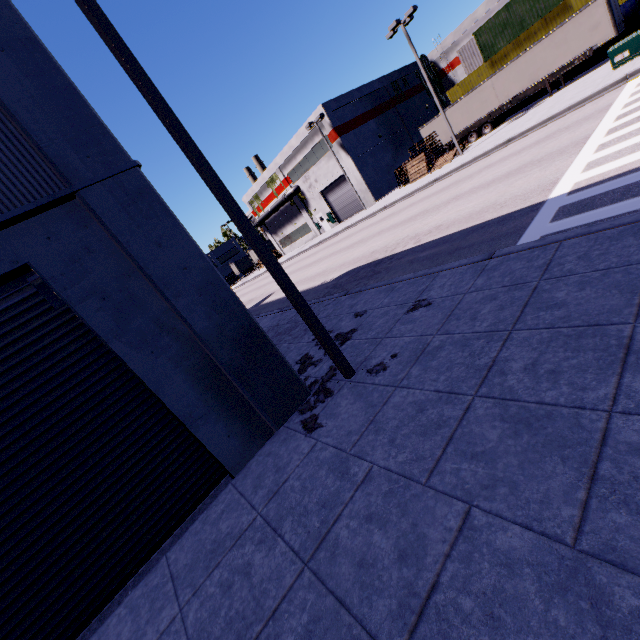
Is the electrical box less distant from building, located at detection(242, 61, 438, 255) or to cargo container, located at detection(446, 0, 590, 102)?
cargo container, located at detection(446, 0, 590, 102)

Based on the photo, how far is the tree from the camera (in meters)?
41.56

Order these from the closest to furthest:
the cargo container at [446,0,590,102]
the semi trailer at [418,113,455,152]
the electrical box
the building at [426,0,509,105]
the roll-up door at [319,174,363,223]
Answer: the electrical box → the cargo container at [446,0,590,102] → the semi trailer at [418,113,455,152] → the building at [426,0,509,105] → the roll-up door at [319,174,363,223]

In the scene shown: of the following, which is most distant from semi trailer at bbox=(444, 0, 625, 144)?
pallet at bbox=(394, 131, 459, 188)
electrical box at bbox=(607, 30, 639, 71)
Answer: electrical box at bbox=(607, 30, 639, 71)

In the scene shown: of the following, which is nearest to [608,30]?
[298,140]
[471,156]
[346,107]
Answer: [471,156]

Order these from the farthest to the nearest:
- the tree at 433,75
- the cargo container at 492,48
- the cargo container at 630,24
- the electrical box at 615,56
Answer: the tree at 433,75 < the cargo container at 492,48 < the cargo container at 630,24 < the electrical box at 615,56

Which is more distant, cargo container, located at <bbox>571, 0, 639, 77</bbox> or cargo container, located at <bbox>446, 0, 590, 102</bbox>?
→ cargo container, located at <bbox>446, 0, 590, 102</bbox>

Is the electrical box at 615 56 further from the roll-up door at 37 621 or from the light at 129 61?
the light at 129 61
